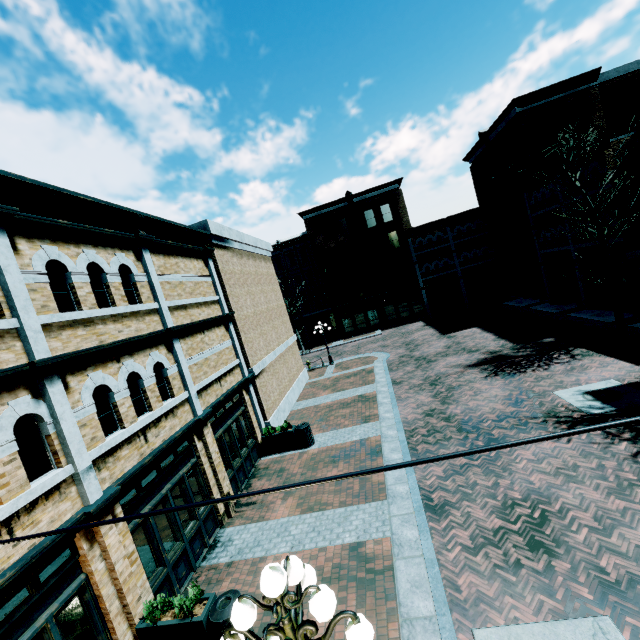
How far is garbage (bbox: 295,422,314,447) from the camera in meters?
13.0

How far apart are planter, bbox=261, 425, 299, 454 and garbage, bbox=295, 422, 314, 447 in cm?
5

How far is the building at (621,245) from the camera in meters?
16.4 m

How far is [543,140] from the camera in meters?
Result: 22.9

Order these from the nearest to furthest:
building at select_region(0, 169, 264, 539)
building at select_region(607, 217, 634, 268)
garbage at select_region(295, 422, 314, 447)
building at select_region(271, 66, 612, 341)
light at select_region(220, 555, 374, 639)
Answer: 1. light at select_region(220, 555, 374, 639)
2. building at select_region(0, 169, 264, 539)
3. garbage at select_region(295, 422, 314, 447)
4. building at select_region(607, 217, 634, 268)
5. building at select_region(271, 66, 612, 341)

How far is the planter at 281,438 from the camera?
13.2 meters

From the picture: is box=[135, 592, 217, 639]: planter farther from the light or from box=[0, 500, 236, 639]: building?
the light

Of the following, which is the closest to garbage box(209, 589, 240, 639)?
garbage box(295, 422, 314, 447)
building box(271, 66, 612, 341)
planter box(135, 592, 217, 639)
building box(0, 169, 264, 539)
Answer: planter box(135, 592, 217, 639)
